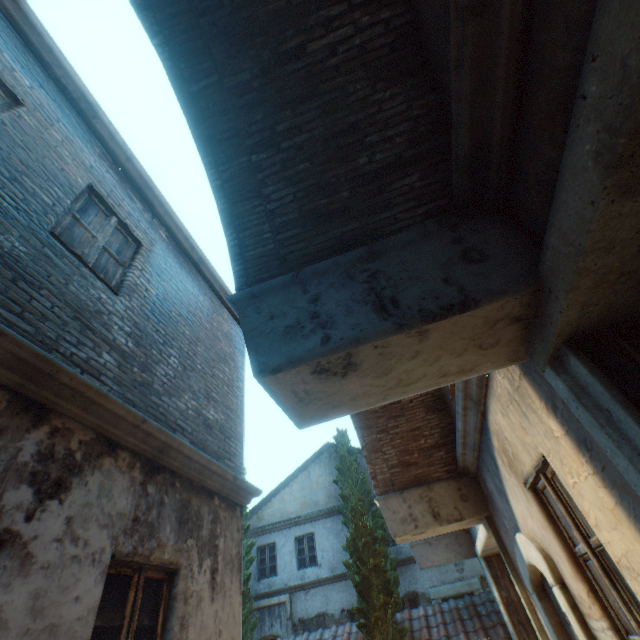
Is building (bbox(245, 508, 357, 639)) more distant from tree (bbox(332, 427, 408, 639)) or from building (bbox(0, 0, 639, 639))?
building (bbox(0, 0, 639, 639))

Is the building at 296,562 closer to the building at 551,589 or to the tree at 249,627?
the tree at 249,627

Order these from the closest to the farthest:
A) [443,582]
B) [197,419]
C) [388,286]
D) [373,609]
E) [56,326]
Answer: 1. [388,286]
2. [56,326]
3. [197,419]
4. [373,609]
5. [443,582]
